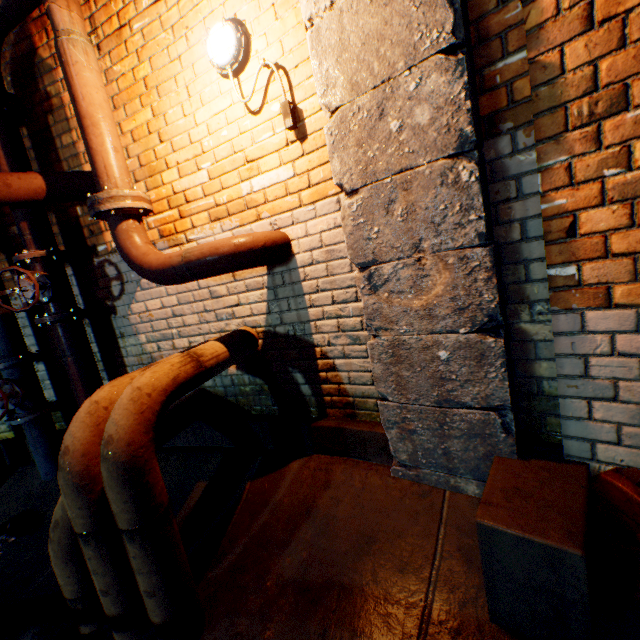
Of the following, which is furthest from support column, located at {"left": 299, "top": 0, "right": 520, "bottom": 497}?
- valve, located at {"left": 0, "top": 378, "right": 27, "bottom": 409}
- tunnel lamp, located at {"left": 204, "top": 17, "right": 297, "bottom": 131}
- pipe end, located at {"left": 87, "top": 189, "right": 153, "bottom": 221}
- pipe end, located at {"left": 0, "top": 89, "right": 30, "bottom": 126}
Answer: valve, located at {"left": 0, "top": 378, "right": 27, "bottom": 409}

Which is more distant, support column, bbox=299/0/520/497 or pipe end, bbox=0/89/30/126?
pipe end, bbox=0/89/30/126

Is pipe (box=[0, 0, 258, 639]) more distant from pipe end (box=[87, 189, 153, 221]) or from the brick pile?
the brick pile

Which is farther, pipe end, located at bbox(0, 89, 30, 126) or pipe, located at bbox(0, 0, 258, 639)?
pipe end, located at bbox(0, 89, 30, 126)

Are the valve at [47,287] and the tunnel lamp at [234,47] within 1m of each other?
no

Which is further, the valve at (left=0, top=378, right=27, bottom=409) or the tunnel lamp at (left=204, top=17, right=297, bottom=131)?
the valve at (left=0, top=378, right=27, bottom=409)

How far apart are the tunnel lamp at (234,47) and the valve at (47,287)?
2.00m

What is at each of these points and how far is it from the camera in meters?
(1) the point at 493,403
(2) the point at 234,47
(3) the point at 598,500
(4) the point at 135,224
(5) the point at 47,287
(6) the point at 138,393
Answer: (1) support column, 1.5
(2) tunnel lamp, 1.9
(3) brick pile, 1.3
(4) pipe, 2.2
(5) valve, 2.5
(6) pipe, 1.5
